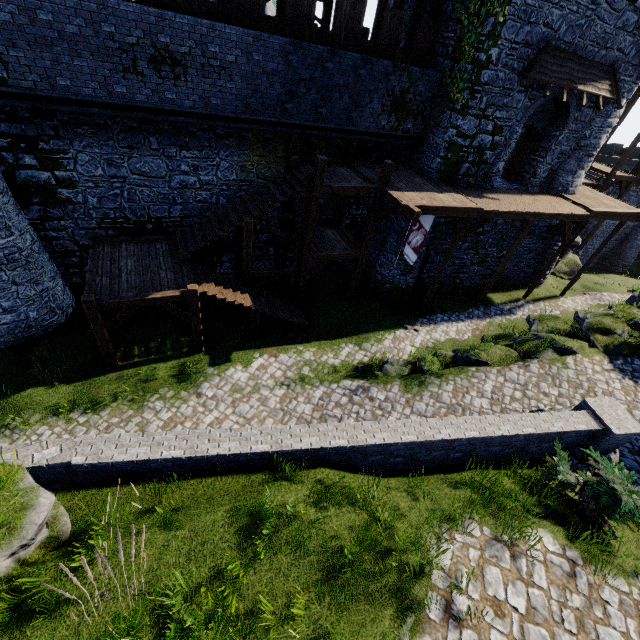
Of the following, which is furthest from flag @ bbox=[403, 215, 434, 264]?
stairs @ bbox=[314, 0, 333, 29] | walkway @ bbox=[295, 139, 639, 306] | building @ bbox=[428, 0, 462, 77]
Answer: stairs @ bbox=[314, 0, 333, 29]

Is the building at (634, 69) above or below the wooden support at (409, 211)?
above

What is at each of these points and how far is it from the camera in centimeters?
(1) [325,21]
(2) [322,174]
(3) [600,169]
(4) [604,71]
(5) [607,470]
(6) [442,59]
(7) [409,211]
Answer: (1) stairs, 1384cm
(2) walkway, 1192cm
(3) stairs, 2336cm
(4) awning, 1438cm
(5) bush, 598cm
(6) building, 1451cm
(7) wooden support, 1214cm

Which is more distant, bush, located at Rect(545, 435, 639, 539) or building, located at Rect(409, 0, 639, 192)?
building, located at Rect(409, 0, 639, 192)

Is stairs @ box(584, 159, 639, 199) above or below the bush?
above

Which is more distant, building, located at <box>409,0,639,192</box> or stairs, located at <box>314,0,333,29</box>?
stairs, located at <box>314,0,333,29</box>

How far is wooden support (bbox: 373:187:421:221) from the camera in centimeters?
1202cm

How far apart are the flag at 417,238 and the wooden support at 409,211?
0.8m
